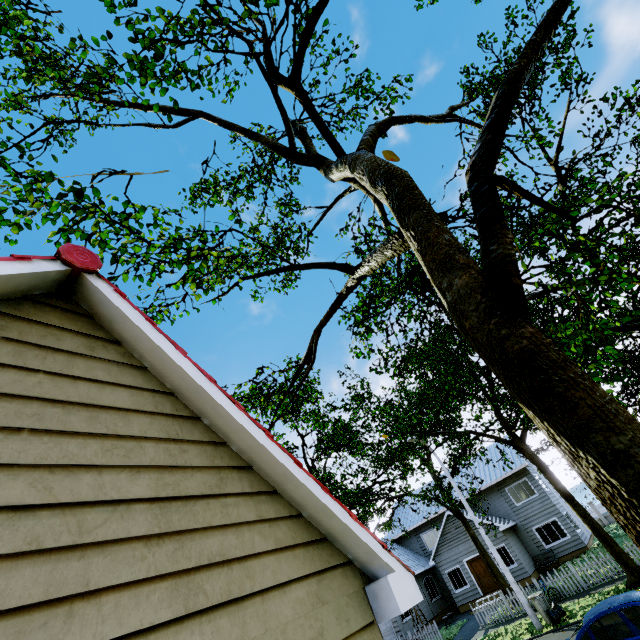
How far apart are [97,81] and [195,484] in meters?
6.7

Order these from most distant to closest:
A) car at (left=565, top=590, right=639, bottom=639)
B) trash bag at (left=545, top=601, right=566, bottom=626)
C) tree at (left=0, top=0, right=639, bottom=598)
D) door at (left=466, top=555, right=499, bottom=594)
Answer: door at (left=466, top=555, right=499, bottom=594) < trash bag at (left=545, top=601, right=566, bottom=626) < car at (left=565, top=590, right=639, bottom=639) < tree at (left=0, top=0, right=639, bottom=598)

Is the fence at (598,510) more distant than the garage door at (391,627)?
Yes

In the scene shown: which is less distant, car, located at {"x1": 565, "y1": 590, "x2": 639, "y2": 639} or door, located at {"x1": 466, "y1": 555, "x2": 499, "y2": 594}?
car, located at {"x1": 565, "y1": 590, "x2": 639, "y2": 639}

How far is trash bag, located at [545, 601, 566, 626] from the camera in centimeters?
1320cm

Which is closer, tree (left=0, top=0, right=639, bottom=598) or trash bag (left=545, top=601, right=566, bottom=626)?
tree (left=0, top=0, right=639, bottom=598)

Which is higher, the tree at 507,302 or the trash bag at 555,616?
the tree at 507,302

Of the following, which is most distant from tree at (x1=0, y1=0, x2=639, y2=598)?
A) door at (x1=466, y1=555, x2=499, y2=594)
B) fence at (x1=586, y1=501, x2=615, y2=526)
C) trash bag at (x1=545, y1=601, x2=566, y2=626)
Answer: door at (x1=466, y1=555, x2=499, y2=594)
